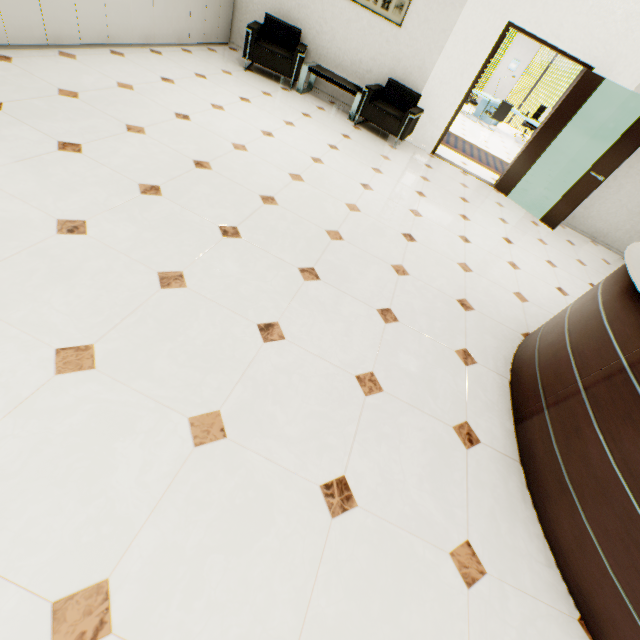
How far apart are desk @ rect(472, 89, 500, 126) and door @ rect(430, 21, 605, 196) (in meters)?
6.47

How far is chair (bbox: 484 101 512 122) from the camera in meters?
10.9

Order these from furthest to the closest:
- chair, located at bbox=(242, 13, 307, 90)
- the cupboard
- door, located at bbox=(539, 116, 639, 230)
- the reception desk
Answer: chair, located at bbox=(242, 13, 307, 90) → door, located at bbox=(539, 116, 639, 230) → the cupboard → the reception desk

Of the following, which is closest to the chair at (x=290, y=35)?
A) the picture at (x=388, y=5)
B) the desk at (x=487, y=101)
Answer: the picture at (x=388, y=5)

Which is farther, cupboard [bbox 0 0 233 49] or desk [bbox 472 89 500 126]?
desk [bbox 472 89 500 126]

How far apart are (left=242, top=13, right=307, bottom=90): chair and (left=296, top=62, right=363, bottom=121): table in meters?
0.1

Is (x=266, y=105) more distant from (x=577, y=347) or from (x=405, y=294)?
(x=577, y=347)

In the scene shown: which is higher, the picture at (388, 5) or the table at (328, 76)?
the picture at (388, 5)
